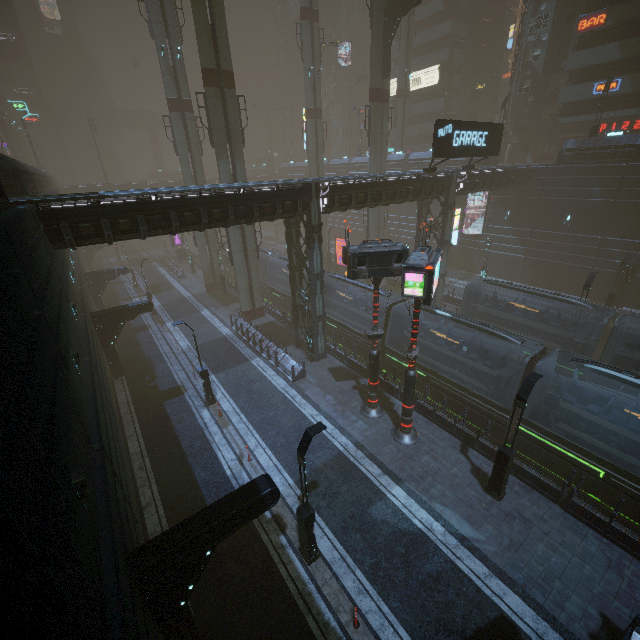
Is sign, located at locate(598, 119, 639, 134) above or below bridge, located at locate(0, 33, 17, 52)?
below

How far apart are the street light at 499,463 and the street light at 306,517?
7.1 meters

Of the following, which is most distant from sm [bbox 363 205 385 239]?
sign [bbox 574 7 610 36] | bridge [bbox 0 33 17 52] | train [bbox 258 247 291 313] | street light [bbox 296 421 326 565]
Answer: bridge [bbox 0 33 17 52]

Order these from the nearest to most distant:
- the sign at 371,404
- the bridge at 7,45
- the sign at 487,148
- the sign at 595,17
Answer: the sign at 371,404 < the sign at 487,148 < the sign at 595,17 < the bridge at 7,45

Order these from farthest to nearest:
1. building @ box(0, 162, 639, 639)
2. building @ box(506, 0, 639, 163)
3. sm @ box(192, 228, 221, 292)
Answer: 1. sm @ box(192, 228, 221, 292)
2. building @ box(506, 0, 639, 163)
3. building @ box(0, 162, 639, 639)

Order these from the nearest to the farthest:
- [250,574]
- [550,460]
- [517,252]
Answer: [250,574]
[550,460]
[517,252]

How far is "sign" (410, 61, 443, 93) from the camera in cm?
4734

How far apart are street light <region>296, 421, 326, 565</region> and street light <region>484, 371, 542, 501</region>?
7.10m
